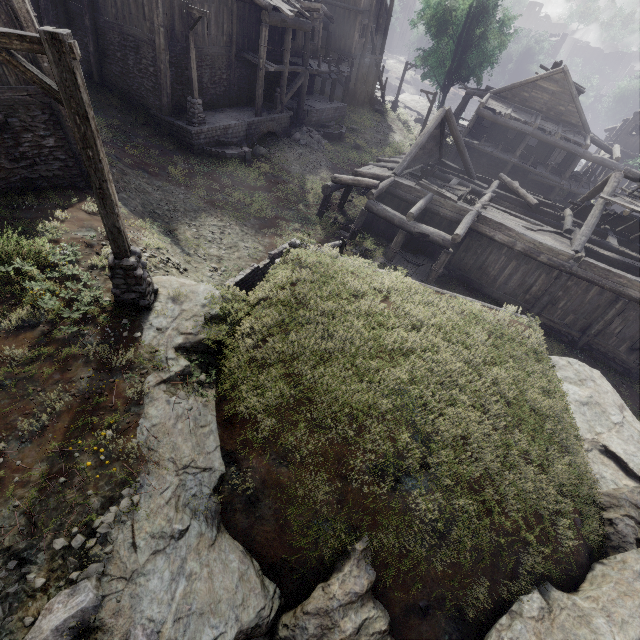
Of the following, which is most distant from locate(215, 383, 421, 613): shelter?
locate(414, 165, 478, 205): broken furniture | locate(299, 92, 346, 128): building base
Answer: locate(299, 92, 346, 128): building base

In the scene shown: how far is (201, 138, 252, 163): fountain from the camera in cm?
1753

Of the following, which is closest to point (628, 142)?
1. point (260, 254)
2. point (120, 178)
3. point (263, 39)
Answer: point (263, 39)

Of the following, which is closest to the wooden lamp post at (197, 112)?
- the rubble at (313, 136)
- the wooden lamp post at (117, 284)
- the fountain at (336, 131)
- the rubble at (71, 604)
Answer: the rubble at (313, 136)

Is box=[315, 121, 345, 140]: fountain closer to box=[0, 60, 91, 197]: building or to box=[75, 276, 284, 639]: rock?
box=[0, 60, 91, 197]: building

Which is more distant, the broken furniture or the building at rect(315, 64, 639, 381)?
the broken furniture

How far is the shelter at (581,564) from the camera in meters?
5.9 m

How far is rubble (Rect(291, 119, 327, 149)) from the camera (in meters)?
22.94
